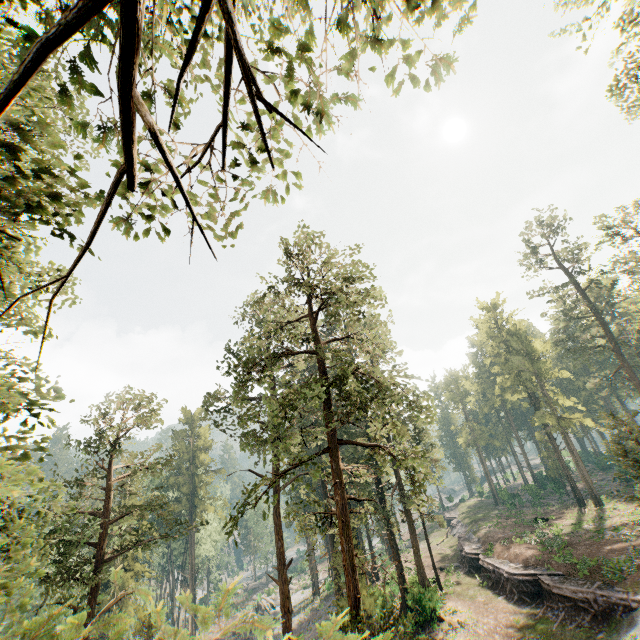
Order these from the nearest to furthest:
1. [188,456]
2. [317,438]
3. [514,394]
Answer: [317,438], [514,394], [188,456]

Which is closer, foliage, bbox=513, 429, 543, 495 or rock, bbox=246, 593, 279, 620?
rock, bbox=246, 593, 279, 620

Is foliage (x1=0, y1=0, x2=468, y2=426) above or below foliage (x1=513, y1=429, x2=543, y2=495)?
above

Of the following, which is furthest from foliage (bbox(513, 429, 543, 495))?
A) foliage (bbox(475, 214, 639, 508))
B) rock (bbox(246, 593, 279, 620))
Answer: foliage (bbox(475, 214, 639, 508))

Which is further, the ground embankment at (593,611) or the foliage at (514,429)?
the foliage at (514,429)

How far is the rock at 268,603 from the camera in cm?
4338
